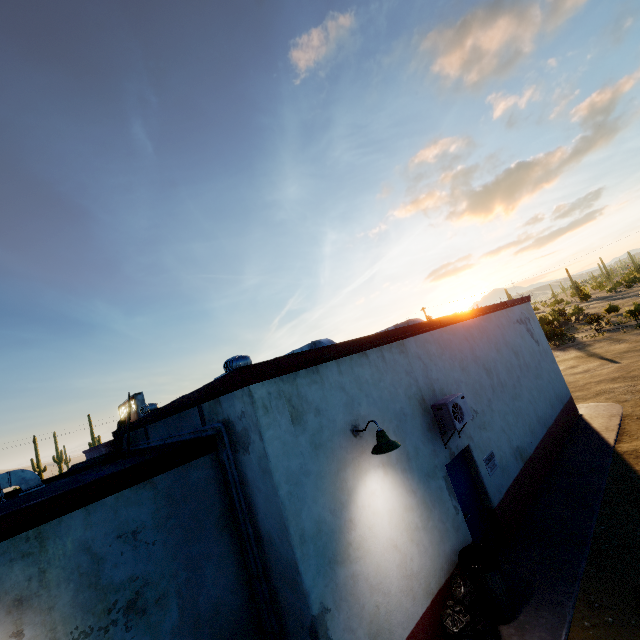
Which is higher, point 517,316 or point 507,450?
point 517,316

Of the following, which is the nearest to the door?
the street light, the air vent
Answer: the street light

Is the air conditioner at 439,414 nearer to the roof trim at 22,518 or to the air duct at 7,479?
the roof trim at 22,518

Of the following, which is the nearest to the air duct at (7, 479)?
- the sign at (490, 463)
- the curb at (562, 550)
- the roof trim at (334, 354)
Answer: the roof trim at (334, 354)

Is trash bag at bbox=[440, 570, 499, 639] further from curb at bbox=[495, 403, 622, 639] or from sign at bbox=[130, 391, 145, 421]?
sign at bbox=[130, 391, 145, 421]

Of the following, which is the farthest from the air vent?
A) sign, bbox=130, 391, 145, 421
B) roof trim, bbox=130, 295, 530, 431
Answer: sign, bbox=130, 391, 145, 421

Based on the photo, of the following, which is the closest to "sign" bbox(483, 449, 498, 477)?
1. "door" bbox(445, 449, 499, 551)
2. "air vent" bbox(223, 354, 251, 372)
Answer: "door" bbox(445, 449, 499, 551)

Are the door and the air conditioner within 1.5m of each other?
yes
